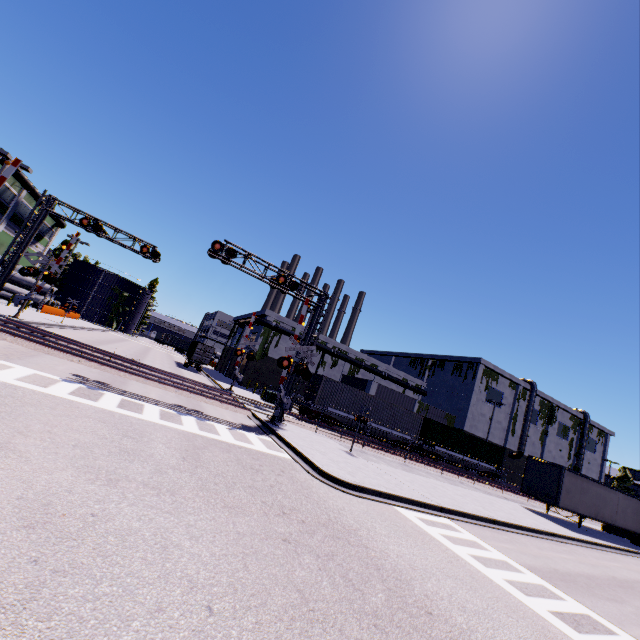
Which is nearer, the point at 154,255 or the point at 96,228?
the point at 96,228

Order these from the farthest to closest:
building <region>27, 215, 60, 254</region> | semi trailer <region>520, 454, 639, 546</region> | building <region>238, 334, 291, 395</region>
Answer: building <region>27, 215, 60, 254</region> < building <region>238, 334, 291, 395</region> < semi trailer <region>520, 454, 639, 546</region>

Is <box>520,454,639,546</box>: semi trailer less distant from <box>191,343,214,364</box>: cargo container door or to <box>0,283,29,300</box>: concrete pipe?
<box>0,283,29,300</box>: concrete pipe

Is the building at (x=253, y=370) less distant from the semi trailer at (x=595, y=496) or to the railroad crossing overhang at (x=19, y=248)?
the semi trailer at (x=595, y=496)

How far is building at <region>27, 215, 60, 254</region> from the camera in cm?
5028

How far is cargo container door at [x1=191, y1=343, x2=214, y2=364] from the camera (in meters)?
39.66

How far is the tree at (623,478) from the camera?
57.64m

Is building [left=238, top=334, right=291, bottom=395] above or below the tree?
below
